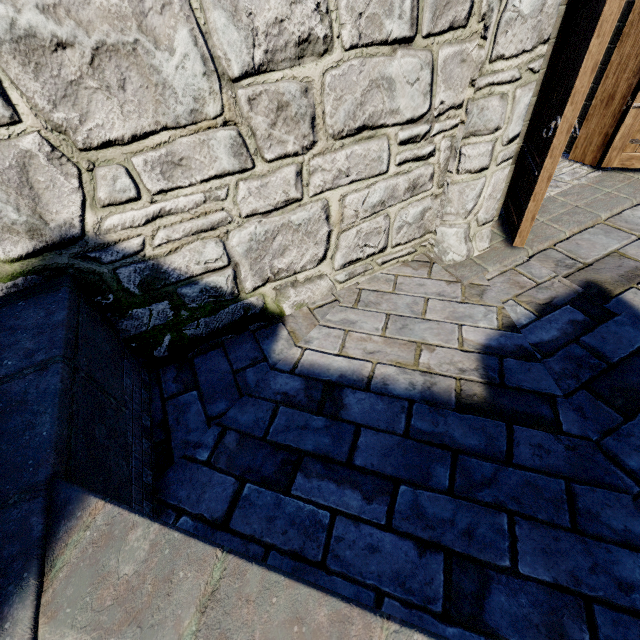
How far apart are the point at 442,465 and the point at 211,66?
2.5m
